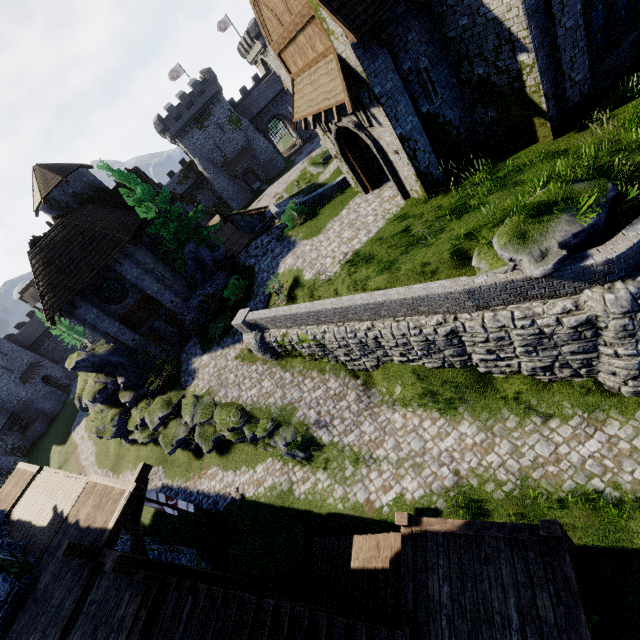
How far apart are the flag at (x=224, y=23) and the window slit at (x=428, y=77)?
60.4 meters

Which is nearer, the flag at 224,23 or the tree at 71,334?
the tree at 71,334

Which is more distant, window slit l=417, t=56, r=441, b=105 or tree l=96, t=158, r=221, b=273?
tree l=96, t=158, r=221, b=273

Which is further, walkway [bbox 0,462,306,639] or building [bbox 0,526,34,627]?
building [bbox 0,526,34,627]

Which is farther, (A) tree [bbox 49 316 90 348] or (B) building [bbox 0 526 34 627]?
(A) tree [bbox 49 316 90 348]

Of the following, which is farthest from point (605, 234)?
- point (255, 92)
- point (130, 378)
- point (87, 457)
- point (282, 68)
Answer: point (255, 92)

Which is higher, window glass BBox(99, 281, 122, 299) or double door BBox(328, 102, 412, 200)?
window glass BBox(99, 281, 122, 299)

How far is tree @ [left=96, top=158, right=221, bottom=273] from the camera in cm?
2100
